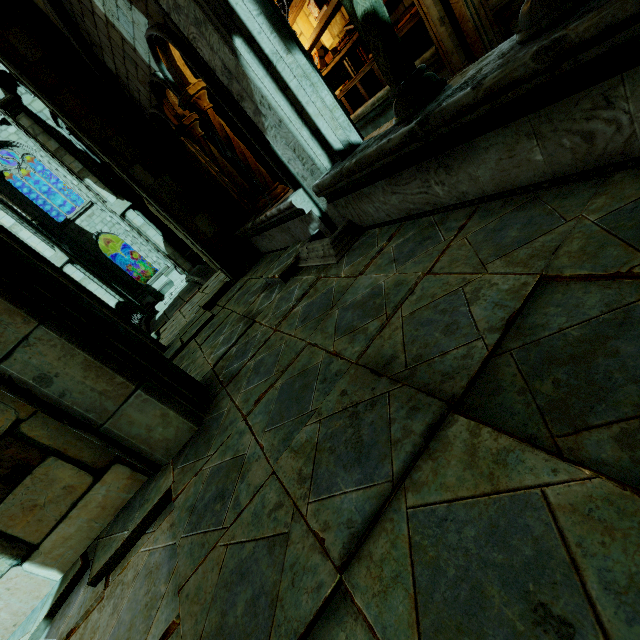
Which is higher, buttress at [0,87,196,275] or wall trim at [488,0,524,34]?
buttress at [0,87,196,275]

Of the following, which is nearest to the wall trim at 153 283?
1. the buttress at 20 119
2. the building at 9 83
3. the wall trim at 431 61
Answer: the building at 9 83

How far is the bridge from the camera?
12.3 meters

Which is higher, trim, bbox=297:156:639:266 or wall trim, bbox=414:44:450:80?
wall trim, bbox=414:44:450:80

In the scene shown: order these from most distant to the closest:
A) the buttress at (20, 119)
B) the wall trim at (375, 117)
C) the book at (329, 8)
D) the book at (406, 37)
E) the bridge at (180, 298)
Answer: the buttress at (20, 119)
the bridge at (180, 298)
the wall trim at (375, 117)
the book at (329, 8)
the book at (406, 37)

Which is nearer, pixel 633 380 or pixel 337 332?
pixel 633 380

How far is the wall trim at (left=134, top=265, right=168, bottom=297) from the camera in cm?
2330

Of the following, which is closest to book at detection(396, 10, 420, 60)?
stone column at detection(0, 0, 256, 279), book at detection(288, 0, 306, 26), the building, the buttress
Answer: book at detection(288, 0, 306, 26)
